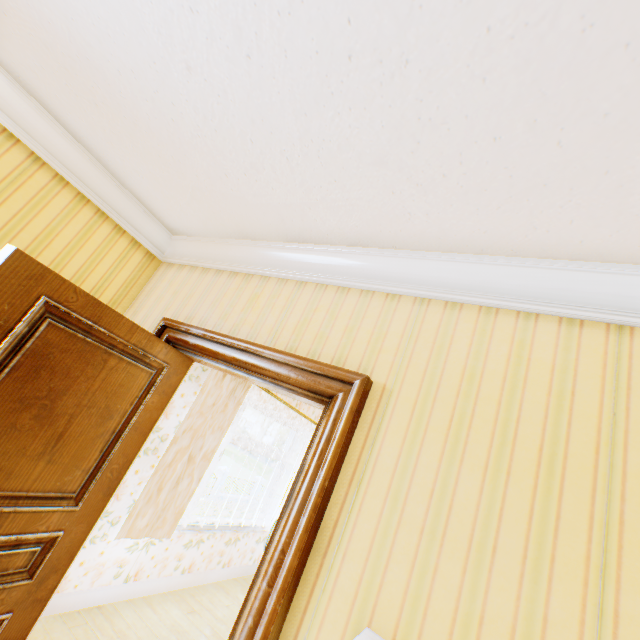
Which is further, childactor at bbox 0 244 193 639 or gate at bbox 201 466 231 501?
gate at bbox 201 466 231 501

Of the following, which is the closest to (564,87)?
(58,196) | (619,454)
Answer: (619,454)

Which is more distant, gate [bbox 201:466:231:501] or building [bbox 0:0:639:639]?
gate [bbox 201:466:231:501]

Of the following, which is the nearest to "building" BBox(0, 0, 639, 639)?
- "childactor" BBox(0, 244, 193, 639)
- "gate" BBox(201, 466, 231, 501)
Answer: "childactor" BBox(0, 244, 193, 639)

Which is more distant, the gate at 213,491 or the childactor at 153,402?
the gate at 213,491

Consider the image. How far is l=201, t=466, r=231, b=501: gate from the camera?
24.1 meters

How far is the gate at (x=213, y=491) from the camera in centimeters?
2414cm

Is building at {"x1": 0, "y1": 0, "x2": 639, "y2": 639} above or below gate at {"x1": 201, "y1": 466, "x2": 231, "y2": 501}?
above
